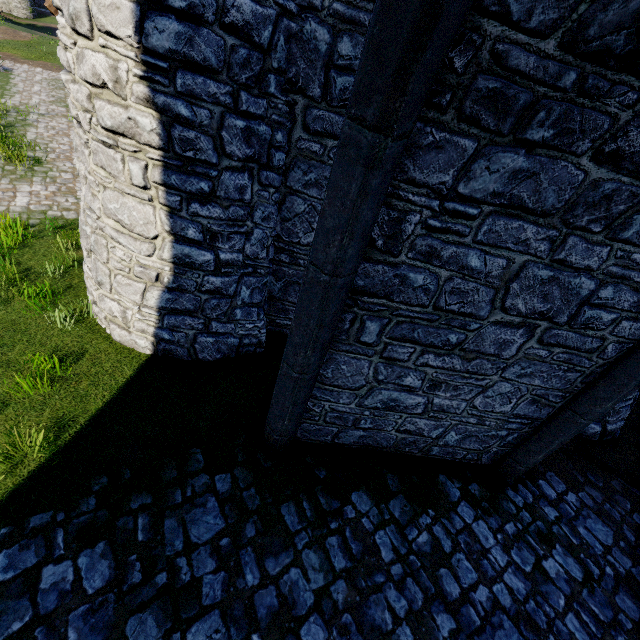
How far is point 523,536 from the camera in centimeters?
482cm
